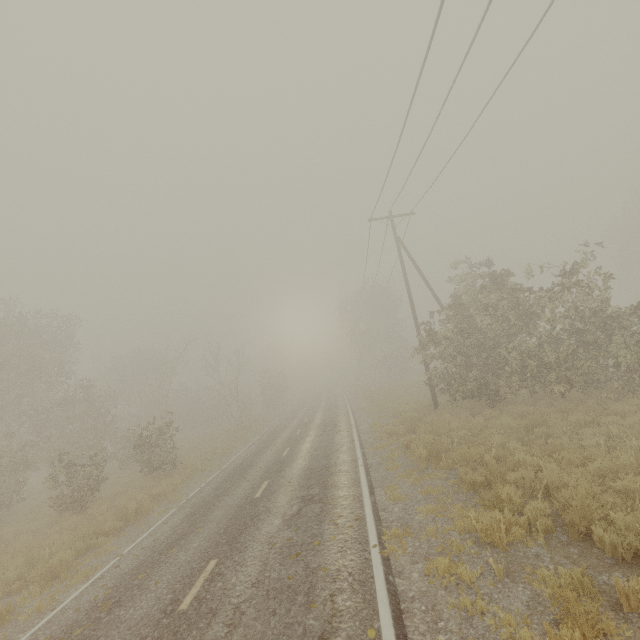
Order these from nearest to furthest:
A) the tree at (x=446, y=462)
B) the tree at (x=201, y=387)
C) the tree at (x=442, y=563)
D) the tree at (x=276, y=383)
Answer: the tree at (x=442, y=563) → the tree at (x=446, y=462) → the tree at (x=201, y=387) → the tree at (x=276, y=383)

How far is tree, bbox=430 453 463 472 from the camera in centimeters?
958cm

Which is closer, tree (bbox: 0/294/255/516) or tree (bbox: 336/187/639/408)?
tree (bbox: 336/187/639/408)

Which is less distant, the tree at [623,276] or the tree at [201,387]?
the tree at [623,276]

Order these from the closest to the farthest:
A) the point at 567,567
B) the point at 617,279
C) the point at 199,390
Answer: the point at 567,567
the point at 617,279
the point at 199,390
